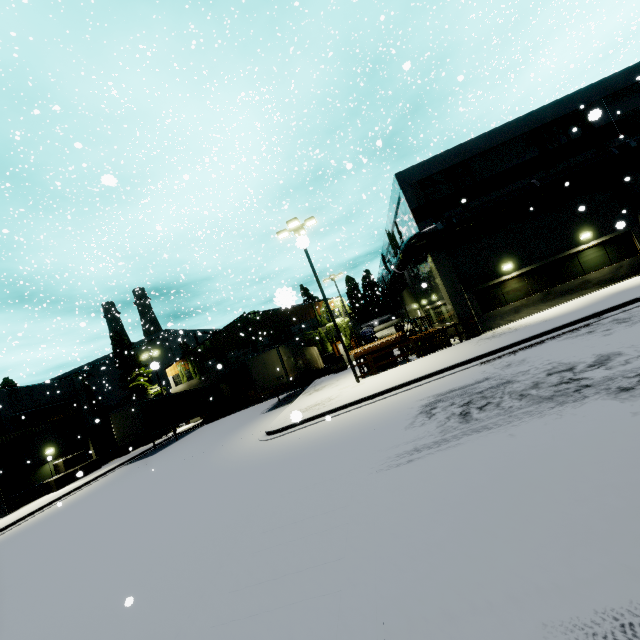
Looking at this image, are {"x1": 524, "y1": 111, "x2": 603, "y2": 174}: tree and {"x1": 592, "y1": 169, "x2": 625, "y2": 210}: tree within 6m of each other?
yes

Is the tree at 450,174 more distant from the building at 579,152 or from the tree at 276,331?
the tree at 276,331

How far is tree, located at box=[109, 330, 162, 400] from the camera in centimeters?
3869cm

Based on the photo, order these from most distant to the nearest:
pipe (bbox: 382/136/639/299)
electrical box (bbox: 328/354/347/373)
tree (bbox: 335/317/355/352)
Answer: tree (bbox: 335/317/355/352)
electrical box (bbox: 328/354/347/373)
pipe (bbox: 382/136/639/299)

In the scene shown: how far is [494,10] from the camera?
37.66m

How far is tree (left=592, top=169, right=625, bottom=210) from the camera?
18.02m

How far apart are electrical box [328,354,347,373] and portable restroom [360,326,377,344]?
3.92m

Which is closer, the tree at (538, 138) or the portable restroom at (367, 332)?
the tree at (538, 138)
